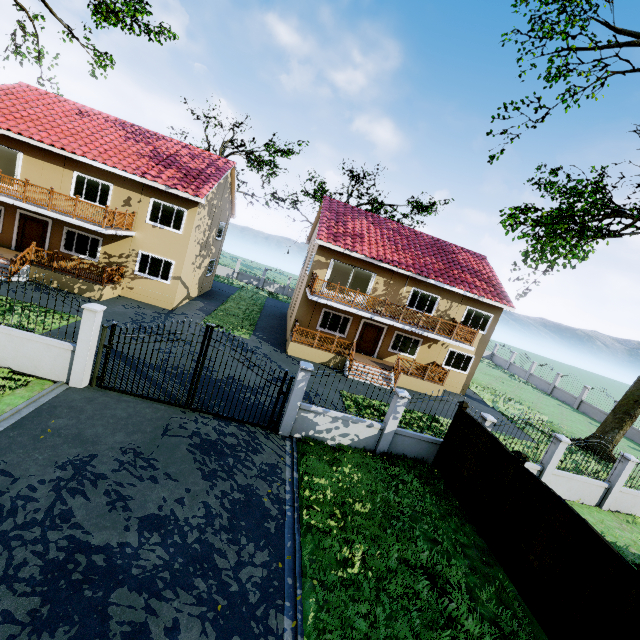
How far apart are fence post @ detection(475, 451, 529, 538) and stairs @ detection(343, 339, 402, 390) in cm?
980

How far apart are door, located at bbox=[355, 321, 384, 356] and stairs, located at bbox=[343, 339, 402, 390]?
1.9m

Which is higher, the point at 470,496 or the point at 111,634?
the point at 470,496

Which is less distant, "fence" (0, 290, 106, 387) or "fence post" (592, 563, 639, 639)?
"fence post" (592, 563, 639, 639)

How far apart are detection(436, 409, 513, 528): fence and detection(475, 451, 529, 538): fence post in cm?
1

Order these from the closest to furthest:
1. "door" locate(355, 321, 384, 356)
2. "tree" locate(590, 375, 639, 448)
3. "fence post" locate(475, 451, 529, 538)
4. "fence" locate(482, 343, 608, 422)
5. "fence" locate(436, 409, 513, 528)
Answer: "fence post" locate(475, 451, 529, 538)
"fence" locate(436, 409, 513, 528)
"tree" locate(590, 375, 639, 448)
"door" locate(355, 321, 384, 356)
"fence" locate(482, 343, 608, 422)

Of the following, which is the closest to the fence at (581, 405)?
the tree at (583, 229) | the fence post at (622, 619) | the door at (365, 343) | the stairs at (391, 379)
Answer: the fence post at (622, 619)

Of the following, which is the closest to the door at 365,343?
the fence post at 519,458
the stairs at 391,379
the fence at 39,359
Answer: the stairs at 391,379
